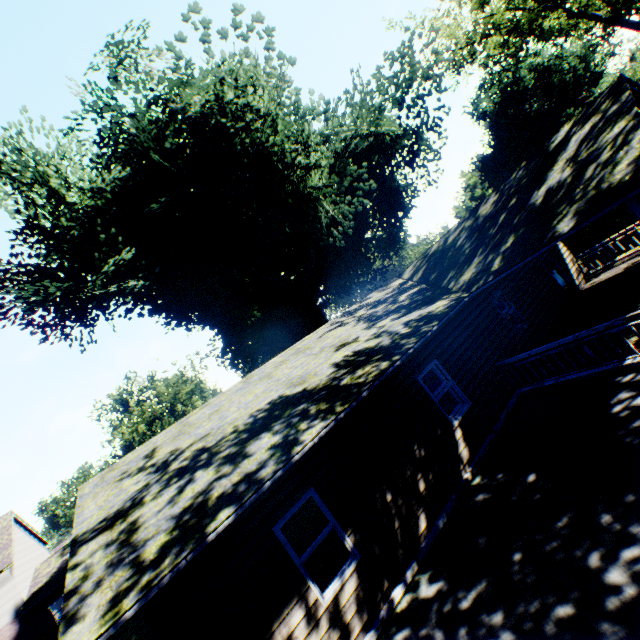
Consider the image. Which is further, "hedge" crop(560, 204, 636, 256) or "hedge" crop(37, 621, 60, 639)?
"hedge" crop(560, 204, 636, 256)

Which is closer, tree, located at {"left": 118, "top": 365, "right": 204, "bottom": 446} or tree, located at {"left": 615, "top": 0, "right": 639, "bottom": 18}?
tree, located at {"left": 615, "top": 0, "right": 639, "bottom": 18}

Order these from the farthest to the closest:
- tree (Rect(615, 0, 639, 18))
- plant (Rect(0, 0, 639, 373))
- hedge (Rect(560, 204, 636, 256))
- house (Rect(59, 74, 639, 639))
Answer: tree (Rect(615, 0, 639, 18)), hedge (Rect(560, 204, 636, 256)), plant (Rect(0, 0, 639, 373)), house (Rect(59, 74, 639, 639))

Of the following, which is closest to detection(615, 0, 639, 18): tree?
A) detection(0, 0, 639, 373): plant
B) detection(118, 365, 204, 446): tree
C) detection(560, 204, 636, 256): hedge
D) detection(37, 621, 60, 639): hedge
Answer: detection(560, 204, 636, 256): hedge

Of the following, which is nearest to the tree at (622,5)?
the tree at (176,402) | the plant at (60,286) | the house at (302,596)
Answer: the plant at (60,286)

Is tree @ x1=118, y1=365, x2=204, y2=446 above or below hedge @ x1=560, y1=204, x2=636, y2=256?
above

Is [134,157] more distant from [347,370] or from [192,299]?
[347,370]

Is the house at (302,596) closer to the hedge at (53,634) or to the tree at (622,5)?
the hedge at (53,634)
